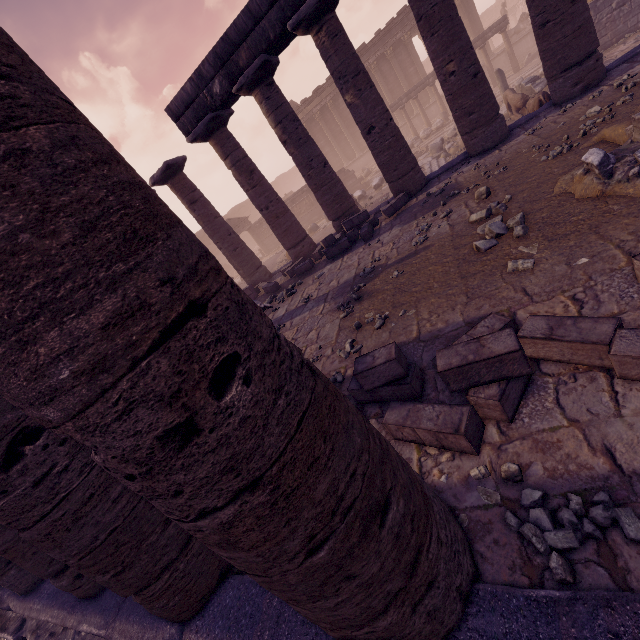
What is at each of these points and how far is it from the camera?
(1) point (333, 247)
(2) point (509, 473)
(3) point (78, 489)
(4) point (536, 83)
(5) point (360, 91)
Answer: (1) stone blocks, 9.8 meters
(2) stone, 2.4 meters
(3) column, 2.5 meters
(4) building debris, 13.0 meters
(5) column, 8.8 meters

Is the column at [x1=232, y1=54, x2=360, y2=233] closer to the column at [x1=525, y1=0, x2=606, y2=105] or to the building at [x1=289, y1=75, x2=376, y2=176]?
the column at [x1=525, y1=0, x2=606, y2=105]

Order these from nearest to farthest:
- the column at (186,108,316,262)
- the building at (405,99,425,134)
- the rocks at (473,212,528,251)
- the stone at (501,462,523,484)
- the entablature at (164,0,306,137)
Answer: the stone at (501,462,523,484)
the rocks at (473,212,528,251)
the entablature at (164,0,306,137)
the column at (186,108,316,262)
the building at (405,99,425,134)

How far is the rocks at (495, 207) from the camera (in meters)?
5.67

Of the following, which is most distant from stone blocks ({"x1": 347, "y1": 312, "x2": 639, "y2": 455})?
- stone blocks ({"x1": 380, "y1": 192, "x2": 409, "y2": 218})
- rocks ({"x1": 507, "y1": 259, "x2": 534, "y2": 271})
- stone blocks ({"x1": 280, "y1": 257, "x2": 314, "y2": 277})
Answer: stone blocks ({"x1": 280, "y1": 257, "x2": 314, "y2": 277})

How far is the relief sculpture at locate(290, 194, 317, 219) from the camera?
24.19m

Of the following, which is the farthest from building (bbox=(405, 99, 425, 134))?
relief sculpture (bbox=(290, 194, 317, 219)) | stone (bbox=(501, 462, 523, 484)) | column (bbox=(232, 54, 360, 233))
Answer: stone (bbox=(501, 462, 523, 484))

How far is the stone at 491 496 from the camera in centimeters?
235cm
